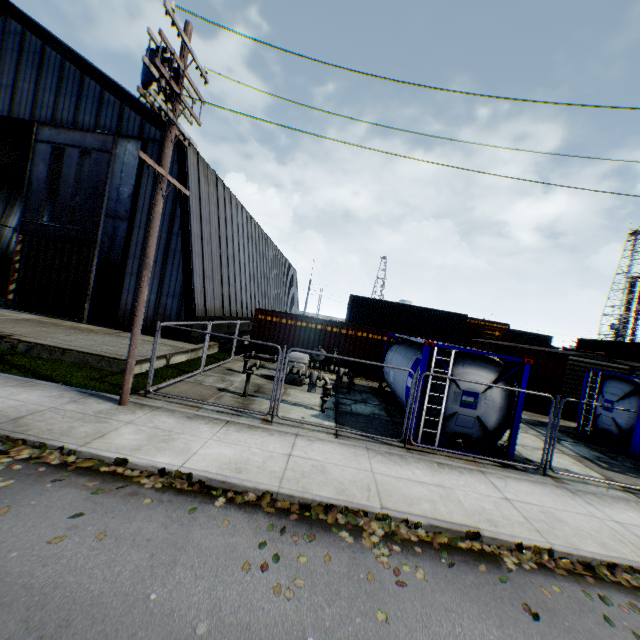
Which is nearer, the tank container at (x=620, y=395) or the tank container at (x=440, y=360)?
the tank container at (x=440, y=360)

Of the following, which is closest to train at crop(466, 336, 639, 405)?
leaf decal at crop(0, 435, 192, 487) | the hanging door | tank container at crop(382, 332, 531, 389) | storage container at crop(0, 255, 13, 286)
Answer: tank container at crop(382, 332, 531, 389)

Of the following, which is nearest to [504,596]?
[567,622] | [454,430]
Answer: [567,622]

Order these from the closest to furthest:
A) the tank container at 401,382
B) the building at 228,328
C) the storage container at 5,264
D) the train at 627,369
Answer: the tank container at 401,382
the train at 627,369
the building at 228,328
the storage container at 5,264

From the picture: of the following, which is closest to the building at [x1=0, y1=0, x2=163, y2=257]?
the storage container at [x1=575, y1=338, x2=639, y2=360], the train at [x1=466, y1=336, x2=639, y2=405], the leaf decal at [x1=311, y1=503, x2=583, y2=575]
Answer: the leaf decal at [x1=311, y1=503, x2=583, y2=575]

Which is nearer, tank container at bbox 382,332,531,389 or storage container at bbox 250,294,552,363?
tank container at bbox 382,332,531,389

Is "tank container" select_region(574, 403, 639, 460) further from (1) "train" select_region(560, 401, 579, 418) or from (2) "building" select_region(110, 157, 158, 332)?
(2) "building" select_region(110, 157, 158, 332)
